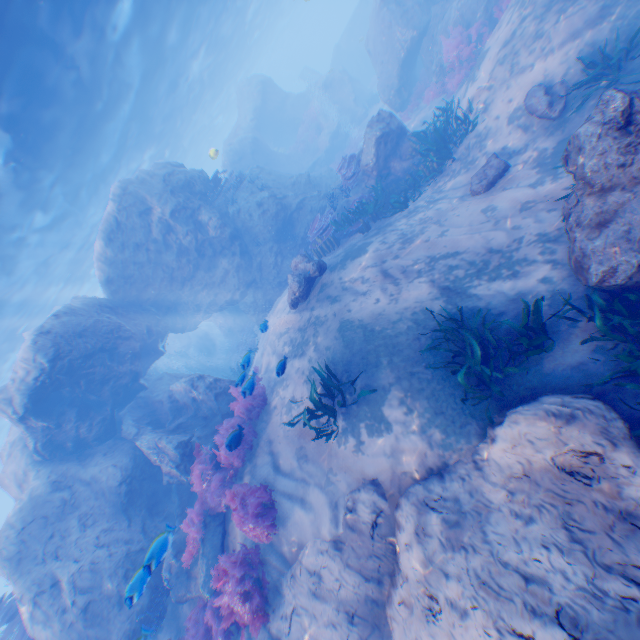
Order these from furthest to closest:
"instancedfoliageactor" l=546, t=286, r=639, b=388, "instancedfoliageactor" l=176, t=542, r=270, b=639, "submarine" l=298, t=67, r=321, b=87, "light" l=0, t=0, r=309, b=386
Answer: "submarine" l=298, t=67, r=321, b=87 < "light" l=0, t=0, r=309, b=386 < "instancedfoliageactor" l=176, t=542, r=270, b=639 < "instancedfoliageactor" l=546, t=286, r=639, b=388

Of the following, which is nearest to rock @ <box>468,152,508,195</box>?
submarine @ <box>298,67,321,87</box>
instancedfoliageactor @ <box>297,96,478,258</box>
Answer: instancedfoliageactor @ <box>297,96,478,258</box>

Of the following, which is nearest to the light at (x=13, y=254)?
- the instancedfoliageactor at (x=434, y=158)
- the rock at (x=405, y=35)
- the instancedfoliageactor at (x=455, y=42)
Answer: the rock at (x=405, y=35)

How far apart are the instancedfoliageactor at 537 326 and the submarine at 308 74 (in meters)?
45.72

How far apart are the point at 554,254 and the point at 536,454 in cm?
390

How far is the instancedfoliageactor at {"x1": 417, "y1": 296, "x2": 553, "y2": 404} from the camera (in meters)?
5.06

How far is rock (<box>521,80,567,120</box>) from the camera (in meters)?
7.90

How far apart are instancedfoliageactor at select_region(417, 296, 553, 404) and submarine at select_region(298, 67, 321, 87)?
45.7m
